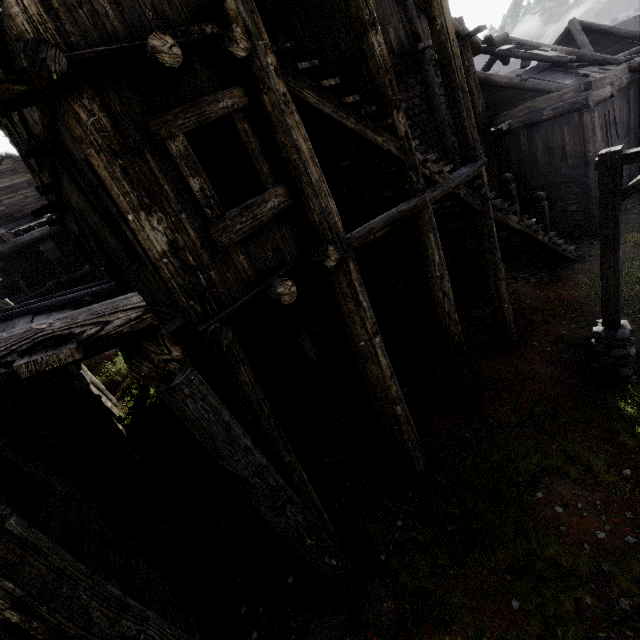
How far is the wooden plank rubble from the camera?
11.88m

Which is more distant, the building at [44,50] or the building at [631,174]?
the building at [631,174]

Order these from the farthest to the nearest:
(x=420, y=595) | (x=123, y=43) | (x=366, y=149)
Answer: (x=366, y=149) → (x=420, y=595) → (x=123, y=43)

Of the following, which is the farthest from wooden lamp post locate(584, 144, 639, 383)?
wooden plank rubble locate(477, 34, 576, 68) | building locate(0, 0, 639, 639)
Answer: wooden plank rubble locate(477, 34, 576, 68)

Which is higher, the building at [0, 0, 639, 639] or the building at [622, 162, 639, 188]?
the building at [0, 0, 639, 639]

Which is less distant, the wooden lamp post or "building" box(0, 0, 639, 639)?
"building" box(0, 0, 639, 639)

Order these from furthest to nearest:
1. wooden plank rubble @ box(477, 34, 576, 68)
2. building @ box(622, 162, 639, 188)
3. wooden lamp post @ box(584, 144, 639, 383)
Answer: building @ box(622, 162, 639, 188) < wooden plank rubble @ box(477, 34, 576, 68) < wooden lamp post @ box(584, 144, 639, 383)

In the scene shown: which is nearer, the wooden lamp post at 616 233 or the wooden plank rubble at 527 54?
the wooden lamp post at 616 233
